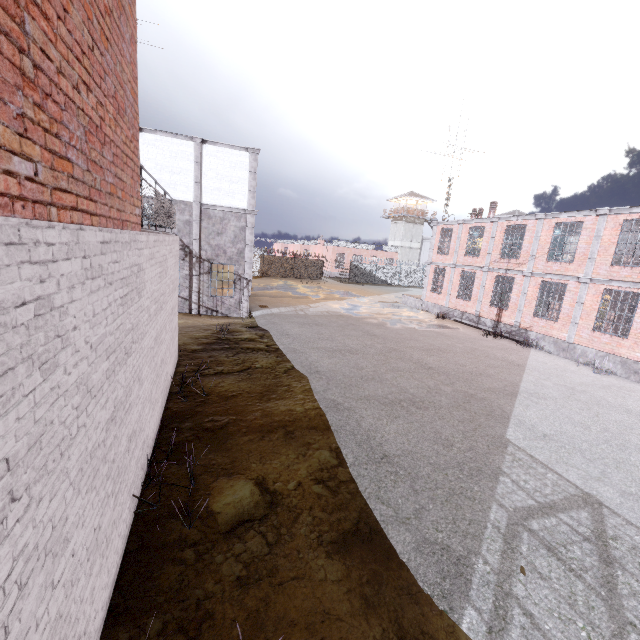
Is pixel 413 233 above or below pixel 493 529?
above

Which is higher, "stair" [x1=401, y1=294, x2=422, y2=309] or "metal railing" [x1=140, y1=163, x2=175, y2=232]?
"metal railing" [x1=140, y1=163, x2=175, y2=232]

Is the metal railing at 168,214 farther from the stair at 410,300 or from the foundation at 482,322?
the stair at 410,300

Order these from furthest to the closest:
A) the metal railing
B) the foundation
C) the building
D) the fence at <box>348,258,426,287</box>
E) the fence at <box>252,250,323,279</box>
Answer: the building < the fence at <box>348,258,426,287</box> < the fence at <box>252,250,323,279</box> < the foundation < the metal railing

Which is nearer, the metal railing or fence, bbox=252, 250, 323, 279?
the metal railing

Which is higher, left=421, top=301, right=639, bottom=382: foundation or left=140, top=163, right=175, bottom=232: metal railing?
left=140, top=163, right=175, bottom=232: metal railing

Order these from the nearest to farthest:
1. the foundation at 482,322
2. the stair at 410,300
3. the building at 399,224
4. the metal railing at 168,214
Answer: the metal railing at 168,214, the foundation at 482,322, the stair at 410,300, the building at 399,224

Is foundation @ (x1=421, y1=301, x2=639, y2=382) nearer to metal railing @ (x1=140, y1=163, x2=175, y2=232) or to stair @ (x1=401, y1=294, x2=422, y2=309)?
stair @ (x1=401, y1=294, x2=422, y2=309)
